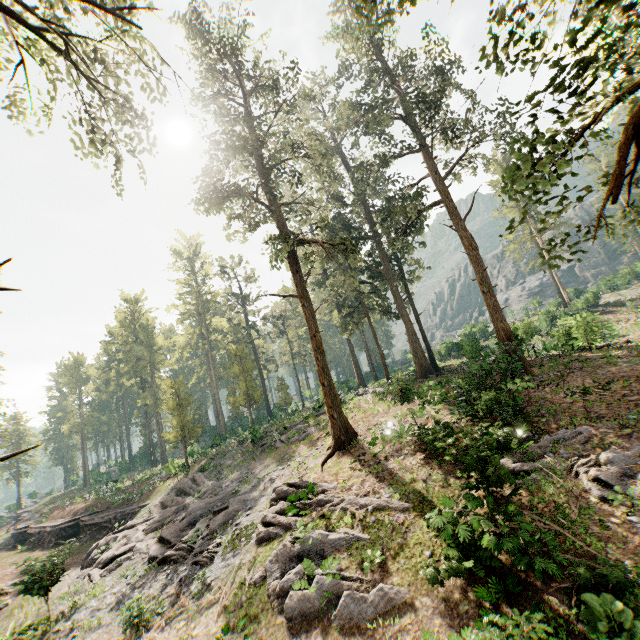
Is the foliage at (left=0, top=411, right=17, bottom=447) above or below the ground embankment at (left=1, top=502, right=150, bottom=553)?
above

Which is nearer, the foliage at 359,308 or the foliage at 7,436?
the foliage at 359,308

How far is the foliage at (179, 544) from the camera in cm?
1634

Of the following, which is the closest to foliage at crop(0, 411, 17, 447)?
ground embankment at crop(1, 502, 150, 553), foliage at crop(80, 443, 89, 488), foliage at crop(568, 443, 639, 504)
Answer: ground embankment at crop(1, 502, 150, 553)

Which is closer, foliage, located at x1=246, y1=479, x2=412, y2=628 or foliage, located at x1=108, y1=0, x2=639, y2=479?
foliage, located at x1=108, y1=0, x2=639, y2=479

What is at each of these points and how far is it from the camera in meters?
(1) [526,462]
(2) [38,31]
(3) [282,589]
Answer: (1) foliage, 12.3
(2) foliage, 7.2
(3) foliage, 10.6

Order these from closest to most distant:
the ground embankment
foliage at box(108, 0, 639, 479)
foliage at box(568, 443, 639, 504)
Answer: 1. foliage at box(108, 0, 639, 479)
2. foliage at box(568, 443, 639, 504)
3. the ground embankment

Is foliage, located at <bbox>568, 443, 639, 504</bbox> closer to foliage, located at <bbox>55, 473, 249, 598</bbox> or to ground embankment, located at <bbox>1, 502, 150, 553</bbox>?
foliage, located at <bbox>55, 473, 249, 598</bbox>
